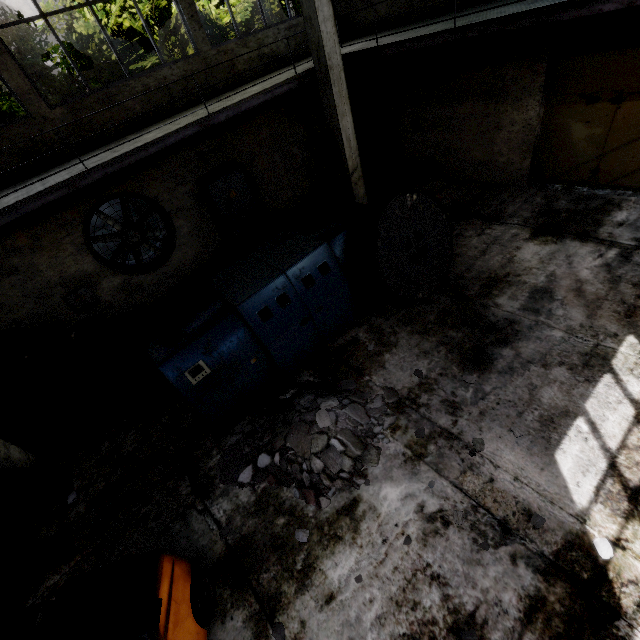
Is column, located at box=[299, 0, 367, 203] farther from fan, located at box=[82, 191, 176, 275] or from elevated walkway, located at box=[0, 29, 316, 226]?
fan, located at box=[82, 191, 176, 275]

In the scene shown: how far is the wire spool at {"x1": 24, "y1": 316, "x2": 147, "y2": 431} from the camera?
5.6 meters

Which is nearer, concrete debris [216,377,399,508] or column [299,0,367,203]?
concrete debris [216,377,399,508]

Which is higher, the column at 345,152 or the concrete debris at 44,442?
the column at 345,152

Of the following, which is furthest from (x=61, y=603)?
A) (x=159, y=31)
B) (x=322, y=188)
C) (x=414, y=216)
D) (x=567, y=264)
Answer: (x=159, y=31)

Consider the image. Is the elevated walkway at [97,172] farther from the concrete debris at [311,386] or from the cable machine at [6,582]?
the concrete debris at [311,386]

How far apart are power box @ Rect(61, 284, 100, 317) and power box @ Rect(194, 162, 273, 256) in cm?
373

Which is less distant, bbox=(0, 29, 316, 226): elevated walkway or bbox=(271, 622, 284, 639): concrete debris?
bbox=(271, 622, 284, 639): concrete debris
